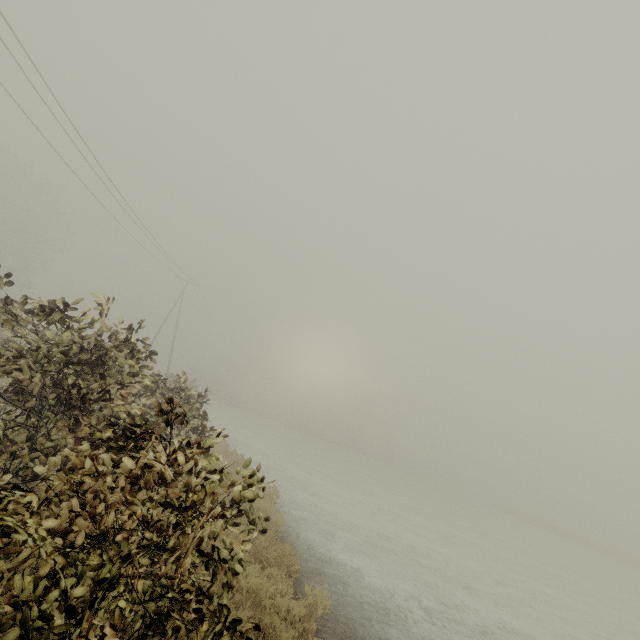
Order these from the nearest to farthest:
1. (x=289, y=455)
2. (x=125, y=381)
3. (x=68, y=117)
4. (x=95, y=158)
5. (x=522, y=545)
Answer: (x=125, y=381) → (x=68, y=117) → (x=95, y=158) → (x=289, y=455) → (x=522, y=545)
